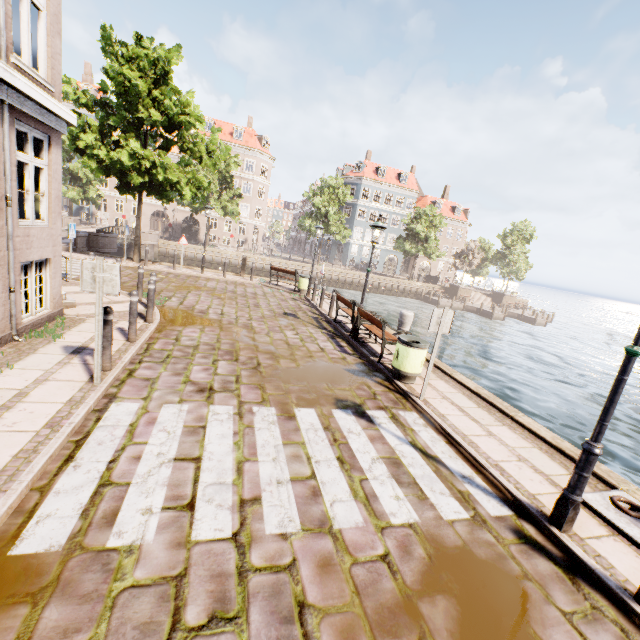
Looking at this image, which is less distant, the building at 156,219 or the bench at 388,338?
the bench at 388,338

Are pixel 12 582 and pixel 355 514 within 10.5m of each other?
yes

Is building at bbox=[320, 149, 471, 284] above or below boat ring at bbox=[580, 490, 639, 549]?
above

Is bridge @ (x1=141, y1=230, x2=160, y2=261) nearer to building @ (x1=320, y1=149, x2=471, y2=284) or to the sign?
building @ (x1=320, y1=149, x2=471, y2=284)

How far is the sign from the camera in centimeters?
459cm

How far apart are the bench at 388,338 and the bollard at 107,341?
5.7 meters

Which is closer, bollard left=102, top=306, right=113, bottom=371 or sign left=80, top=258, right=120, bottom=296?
sign left=80, top=258, right=120, bottom=296

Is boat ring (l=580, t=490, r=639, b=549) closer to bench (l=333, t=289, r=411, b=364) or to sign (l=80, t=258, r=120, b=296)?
bench (l=333, t=289, r=411, b=364)
